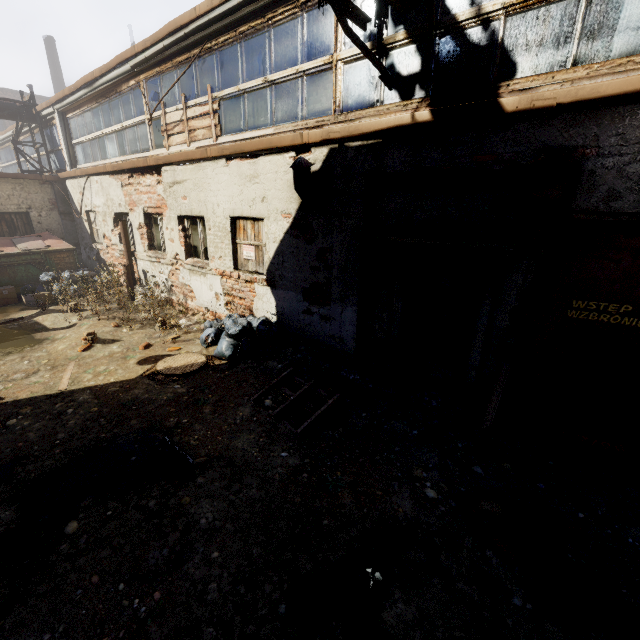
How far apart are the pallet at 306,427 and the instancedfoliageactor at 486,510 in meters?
2.0

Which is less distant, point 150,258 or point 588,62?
point 588,62

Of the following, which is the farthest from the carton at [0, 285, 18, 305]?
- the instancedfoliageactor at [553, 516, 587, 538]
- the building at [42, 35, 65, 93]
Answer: the building at [42, 35, 65, 93]

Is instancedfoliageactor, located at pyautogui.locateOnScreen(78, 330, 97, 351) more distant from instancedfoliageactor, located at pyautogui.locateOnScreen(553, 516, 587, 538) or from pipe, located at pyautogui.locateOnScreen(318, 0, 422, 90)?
instancedfoliageactor, located at pyautogui.locateOnScreen(553, 516, 587, 538)

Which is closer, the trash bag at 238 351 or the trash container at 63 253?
the trash bag at 238 351

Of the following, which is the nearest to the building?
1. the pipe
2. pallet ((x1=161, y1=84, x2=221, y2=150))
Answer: the pipe

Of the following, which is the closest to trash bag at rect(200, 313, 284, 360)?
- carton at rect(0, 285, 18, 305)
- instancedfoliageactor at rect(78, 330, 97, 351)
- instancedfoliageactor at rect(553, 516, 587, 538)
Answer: instancedfoliageactor at rect(78, 330, 97, 351)

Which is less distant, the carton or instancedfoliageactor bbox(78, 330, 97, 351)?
instancedfoliageactor bbox(78, 330, 97, 351)
